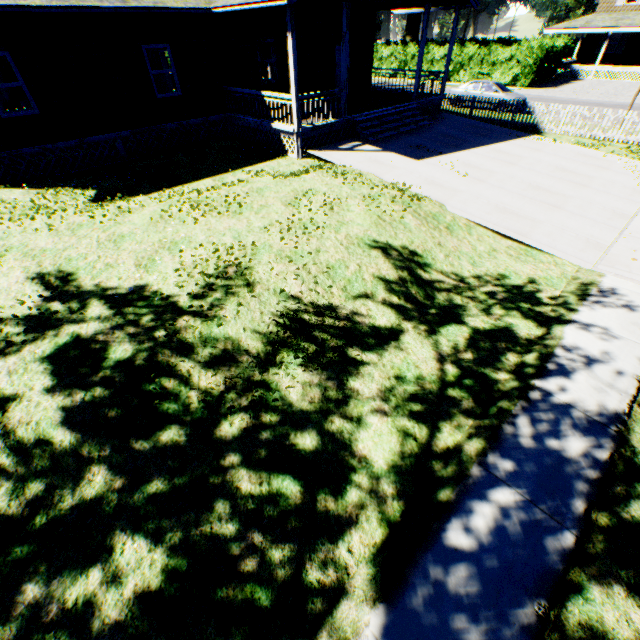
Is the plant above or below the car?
above

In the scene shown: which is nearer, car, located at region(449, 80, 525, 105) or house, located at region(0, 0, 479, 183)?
house, located at region(0, 0, 479, 183)

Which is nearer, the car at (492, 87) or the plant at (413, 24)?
the car at (492, 87)

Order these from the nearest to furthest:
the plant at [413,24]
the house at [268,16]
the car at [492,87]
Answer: the house at [268,16], the car at [492,87], the plant at [413,24]

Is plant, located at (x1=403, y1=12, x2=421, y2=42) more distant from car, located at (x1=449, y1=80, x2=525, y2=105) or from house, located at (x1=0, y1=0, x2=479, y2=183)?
car, located at (x1=449, y1=80, x2=525, y2=105)

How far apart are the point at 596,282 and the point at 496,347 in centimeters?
337cm

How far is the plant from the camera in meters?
53.5 m

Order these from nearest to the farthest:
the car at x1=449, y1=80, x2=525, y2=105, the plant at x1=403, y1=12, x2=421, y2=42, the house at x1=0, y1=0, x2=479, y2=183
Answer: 1. the house at x1=0, y1=0, x2=479, y2=183
2. the car at x1=449, y1=80, x2=525, y2=105
3. the plant at x1=403, y1=12, x2=421, y2=42
